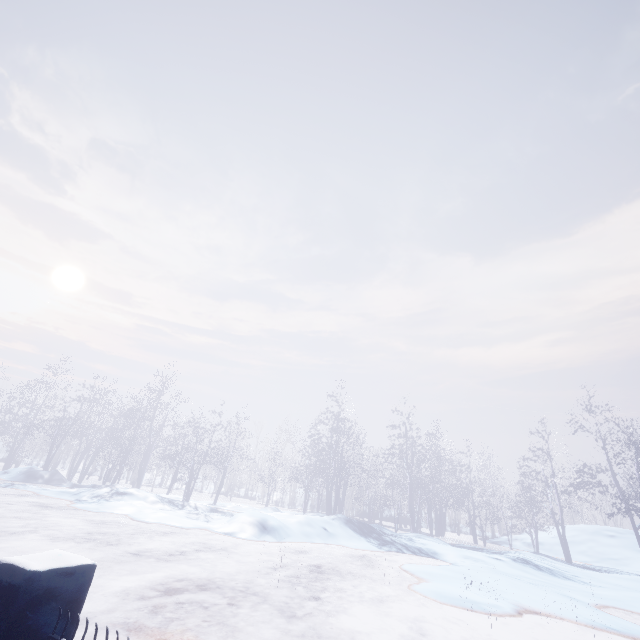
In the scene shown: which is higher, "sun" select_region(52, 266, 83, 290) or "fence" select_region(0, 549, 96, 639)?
"sun" select_region(52, 266, 83, 290)

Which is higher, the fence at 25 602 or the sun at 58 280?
the sun at 58 280

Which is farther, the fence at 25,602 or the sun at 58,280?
the sun at 58,280

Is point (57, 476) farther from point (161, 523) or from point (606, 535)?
point (606, 535)

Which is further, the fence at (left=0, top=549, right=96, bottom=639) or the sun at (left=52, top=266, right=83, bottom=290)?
the sun at (left=52, top=266, right=83, bottom=290)

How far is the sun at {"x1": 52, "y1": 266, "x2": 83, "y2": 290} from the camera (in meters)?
53.78
